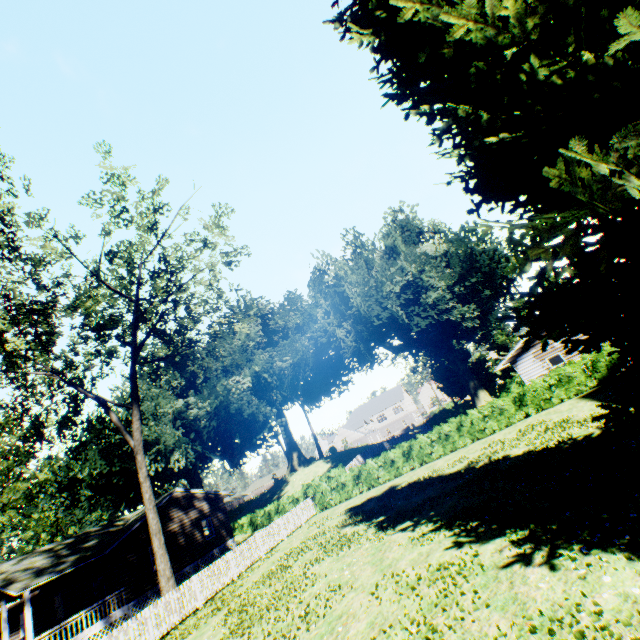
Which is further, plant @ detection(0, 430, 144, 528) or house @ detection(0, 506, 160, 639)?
plant @ detection(0, 430, 144, 528)

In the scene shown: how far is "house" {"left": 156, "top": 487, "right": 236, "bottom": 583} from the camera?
24.9m

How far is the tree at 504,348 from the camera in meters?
47.9

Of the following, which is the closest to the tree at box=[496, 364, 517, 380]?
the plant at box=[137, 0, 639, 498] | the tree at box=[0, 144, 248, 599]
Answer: the plant at box=[137, 0, 639, 498]

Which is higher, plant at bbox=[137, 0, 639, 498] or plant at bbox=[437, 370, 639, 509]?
plant at bbox=[137, 0, 639, 498]

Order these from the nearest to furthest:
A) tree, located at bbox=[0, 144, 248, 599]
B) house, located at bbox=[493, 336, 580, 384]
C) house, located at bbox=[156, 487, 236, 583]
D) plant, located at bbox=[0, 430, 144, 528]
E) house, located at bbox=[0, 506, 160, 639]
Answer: tree, located at bbox=[0, 144, 248, 599]
house, located at bbox=[0, 506, 160, 639]
house, located at bbox=[493, 336, 580, 384]
house, located at bbox=[156, 487, 236, 583]
plant, located at bbox=[0, 430, 144, 528]

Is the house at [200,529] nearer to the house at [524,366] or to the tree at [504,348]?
the house at [524,366]

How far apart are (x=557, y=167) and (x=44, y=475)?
51.5m
